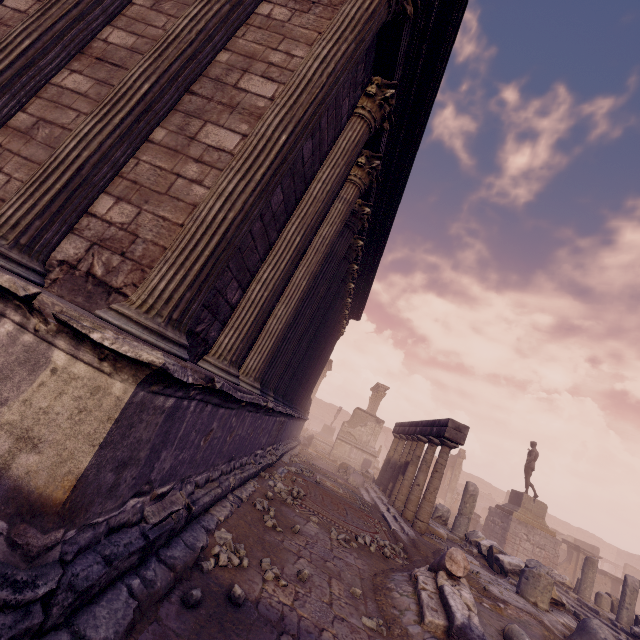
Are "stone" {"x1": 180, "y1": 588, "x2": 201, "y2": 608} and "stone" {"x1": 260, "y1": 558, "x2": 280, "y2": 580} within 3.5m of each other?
yes

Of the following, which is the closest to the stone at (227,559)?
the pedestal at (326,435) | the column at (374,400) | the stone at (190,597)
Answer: the stone at (190,597)

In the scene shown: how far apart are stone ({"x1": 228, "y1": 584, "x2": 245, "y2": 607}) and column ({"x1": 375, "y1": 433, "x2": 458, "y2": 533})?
9.3 meters

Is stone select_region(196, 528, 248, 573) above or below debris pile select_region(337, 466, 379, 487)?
below

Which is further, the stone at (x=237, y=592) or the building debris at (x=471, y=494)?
the building debris at (x=471, y=494)

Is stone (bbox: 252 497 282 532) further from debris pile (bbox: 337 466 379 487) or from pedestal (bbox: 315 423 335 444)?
pedestal (bbox: 315 423 335 444)

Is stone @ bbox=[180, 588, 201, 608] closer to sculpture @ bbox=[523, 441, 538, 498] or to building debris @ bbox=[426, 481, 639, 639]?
building debris @ bbox=[426, 481, 639, 639]

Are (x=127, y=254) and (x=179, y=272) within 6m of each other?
yes
